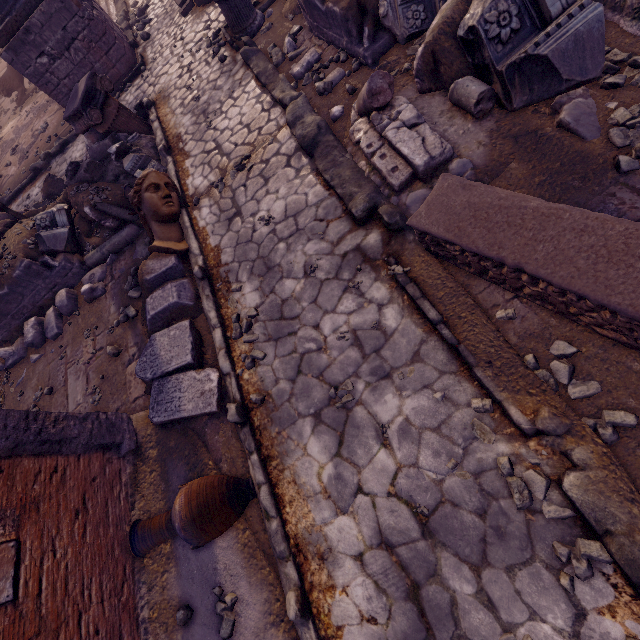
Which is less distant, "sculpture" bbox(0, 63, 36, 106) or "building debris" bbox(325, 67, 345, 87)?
"building debris" bbox(325, 67, 345, 87)

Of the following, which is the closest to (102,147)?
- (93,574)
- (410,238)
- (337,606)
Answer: (410,238)

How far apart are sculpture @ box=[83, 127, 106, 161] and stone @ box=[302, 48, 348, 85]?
5.0m

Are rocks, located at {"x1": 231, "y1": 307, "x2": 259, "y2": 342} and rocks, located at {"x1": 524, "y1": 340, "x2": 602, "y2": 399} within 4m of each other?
yes

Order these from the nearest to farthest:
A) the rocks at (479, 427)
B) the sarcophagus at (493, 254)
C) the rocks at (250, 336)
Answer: the sarcophagus at (493, 254), the rocks at (479, 427), the rocks at (250, 336)

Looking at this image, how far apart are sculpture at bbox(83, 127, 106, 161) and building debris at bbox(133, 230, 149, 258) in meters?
3.2

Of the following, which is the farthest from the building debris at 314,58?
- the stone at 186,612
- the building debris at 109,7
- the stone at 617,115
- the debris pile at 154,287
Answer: the building debris at 109,7

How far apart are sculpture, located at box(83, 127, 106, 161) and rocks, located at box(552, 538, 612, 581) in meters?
10.1 m
